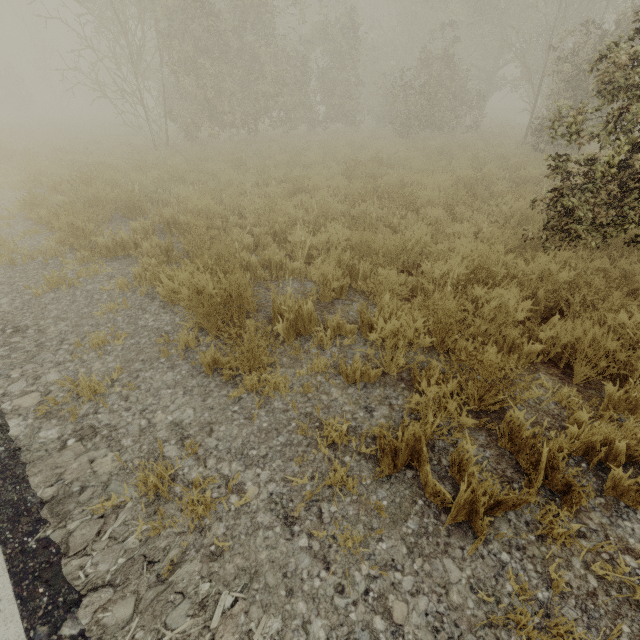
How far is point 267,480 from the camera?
2.1 meters

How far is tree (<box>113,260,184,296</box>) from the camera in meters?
2.9 m

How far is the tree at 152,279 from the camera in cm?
294

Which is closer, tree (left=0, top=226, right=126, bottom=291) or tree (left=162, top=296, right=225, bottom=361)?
tree (left=162, top=296, right=225, bottom=361)
